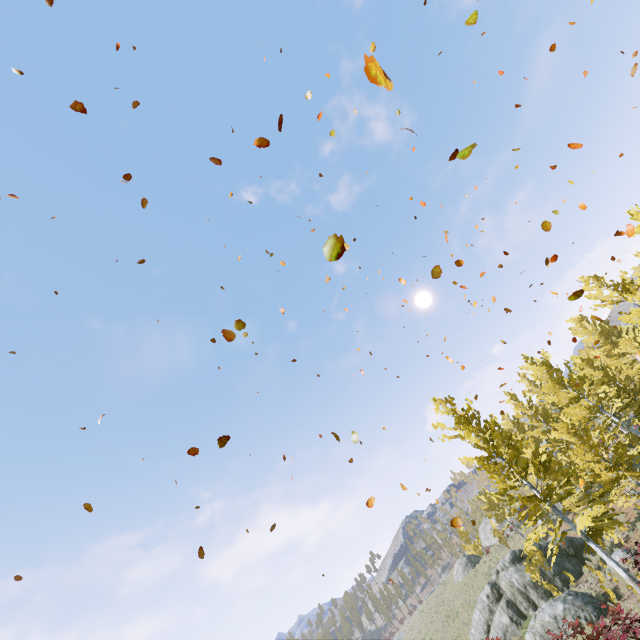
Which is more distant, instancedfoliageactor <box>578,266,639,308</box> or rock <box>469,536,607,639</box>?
instancedfoliageactor <box>578,266,639,308</box>

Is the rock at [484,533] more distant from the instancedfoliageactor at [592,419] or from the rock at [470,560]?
the instancedfoliageactor at [592,419]

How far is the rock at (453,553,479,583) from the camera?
36.3 meters

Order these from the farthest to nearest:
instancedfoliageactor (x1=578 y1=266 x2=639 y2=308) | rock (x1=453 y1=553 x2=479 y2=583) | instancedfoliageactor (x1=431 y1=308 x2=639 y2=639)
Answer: rock (x1=453 y1=553 x2=479 y2=583) < instancedfoliageactor (x1=578 y1=266 x2=639 y2=308) < instancedfoliageactor (x1=431 y1=308 x2=639 y2=639)

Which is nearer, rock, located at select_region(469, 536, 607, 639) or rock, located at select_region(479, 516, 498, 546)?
rock, located at select_region(469, 536, 607, 639)

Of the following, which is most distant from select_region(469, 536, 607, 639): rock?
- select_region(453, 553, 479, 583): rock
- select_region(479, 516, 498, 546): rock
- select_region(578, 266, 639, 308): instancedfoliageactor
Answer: select_region(479, 516, 498, 546): rock

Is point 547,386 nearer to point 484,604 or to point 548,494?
point 548,494

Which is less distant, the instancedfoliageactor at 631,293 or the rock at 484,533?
the instancedfoliageactor at 631,293
